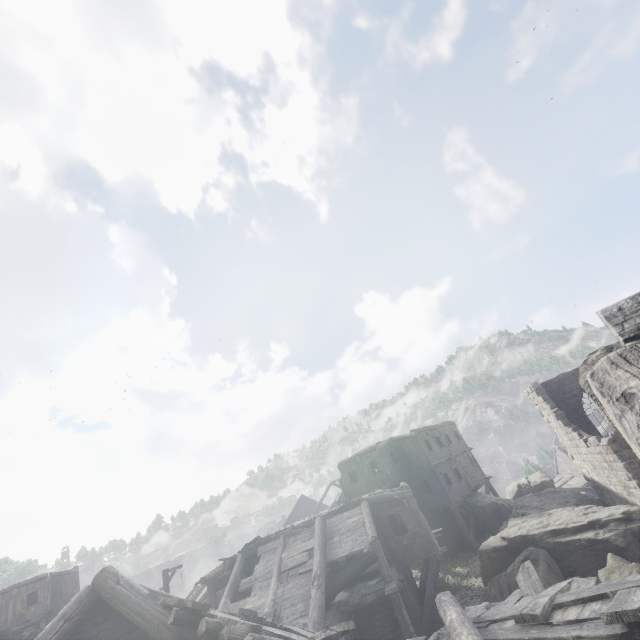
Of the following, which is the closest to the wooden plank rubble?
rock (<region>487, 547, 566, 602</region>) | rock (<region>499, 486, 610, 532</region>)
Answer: rock (<region>487, 547, 566, 602</region>)

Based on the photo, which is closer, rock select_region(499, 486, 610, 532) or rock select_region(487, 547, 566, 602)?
rock select_region(487, 547, 566, 602)

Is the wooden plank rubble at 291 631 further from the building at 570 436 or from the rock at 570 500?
the rock at 570 500

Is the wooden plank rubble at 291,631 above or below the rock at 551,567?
above

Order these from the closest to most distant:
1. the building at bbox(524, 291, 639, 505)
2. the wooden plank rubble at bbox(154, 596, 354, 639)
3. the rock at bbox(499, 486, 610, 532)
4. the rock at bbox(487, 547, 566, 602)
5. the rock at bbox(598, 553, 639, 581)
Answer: the building at bbox(524, 291, 639, 505) < the wooden plank rubble at bbox(154, 596, 354, 639) < the rock at bbox(598, 553, 639, 581) < the rock at bbox(487, 547, 566, 602) < the rock at bbox(499, 486, 610, 532)

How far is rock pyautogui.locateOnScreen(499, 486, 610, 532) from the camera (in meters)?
18.75

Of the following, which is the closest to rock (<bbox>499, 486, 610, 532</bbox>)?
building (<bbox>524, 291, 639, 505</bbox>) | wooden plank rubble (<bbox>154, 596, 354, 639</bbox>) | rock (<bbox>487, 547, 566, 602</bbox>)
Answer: building (<bbox>524, 291, 639, 505</bbox>)

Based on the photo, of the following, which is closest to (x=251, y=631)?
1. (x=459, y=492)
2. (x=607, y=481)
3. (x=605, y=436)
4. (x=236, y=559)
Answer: (x=236, y=559)
